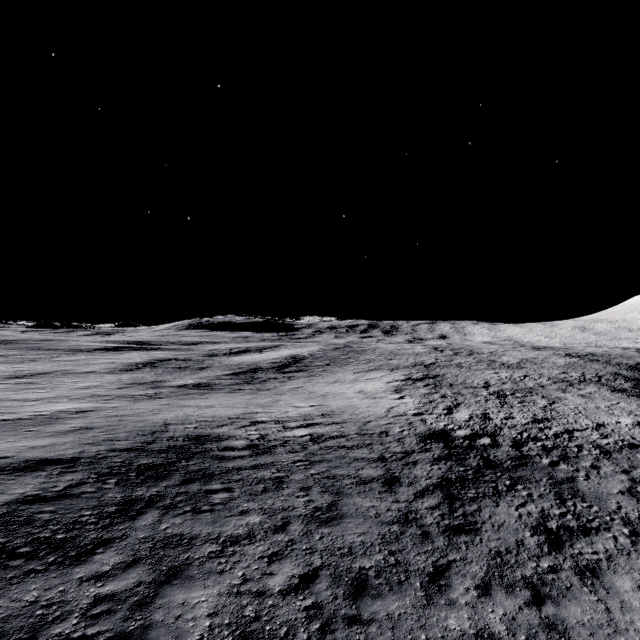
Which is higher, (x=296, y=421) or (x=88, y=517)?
(x=88, y=517)
